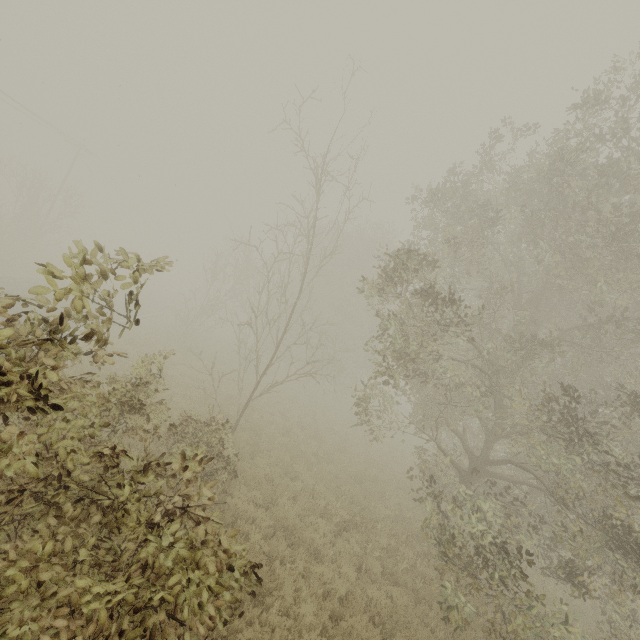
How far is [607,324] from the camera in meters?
9.0 m

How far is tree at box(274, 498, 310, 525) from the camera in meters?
9.2 m

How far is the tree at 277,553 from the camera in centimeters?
793cm

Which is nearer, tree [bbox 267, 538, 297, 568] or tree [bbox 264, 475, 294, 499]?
tree [bbox 267, 538, 297, 568]

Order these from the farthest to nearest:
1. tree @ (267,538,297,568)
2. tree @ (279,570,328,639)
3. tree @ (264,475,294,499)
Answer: tree @ (264,475,294,499), tree @ (267,538,297,568), tree @ (279,570,328,639)
